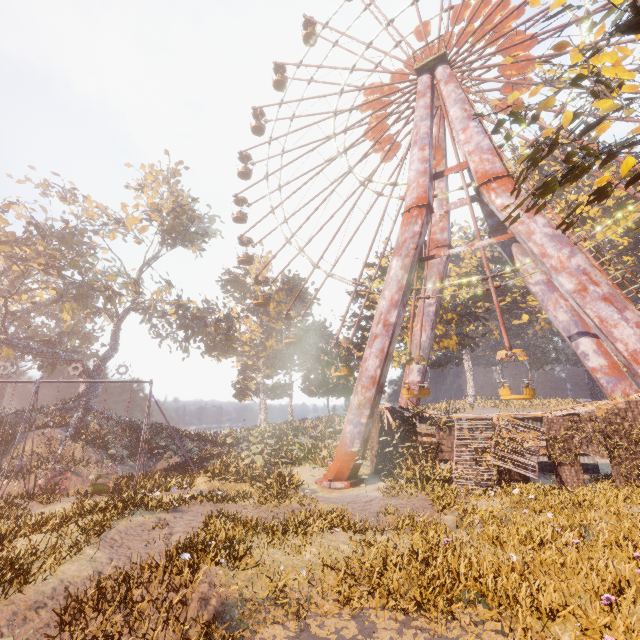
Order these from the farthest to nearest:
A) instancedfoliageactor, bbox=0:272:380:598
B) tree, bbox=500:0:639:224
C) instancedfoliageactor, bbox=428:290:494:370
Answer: instancedfoliageactor, bbox=428:290:494:370 → instancedfoliageactor, bbox=0:272:380:598 → tree, bbox=500:0:639:224

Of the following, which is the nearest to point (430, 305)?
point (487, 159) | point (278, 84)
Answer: point (487, 159)

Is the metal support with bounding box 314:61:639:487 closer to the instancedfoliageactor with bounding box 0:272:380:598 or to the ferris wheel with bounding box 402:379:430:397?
the ferris wheel with bounding box 402:379:430:397

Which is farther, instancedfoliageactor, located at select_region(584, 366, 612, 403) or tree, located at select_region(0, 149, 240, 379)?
tree, located at select_region(0, 149, 240, 379)

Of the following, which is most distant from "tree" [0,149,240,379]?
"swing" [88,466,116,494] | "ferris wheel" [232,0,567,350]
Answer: "swing" [88,466,116,494]

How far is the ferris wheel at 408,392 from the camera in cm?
1956

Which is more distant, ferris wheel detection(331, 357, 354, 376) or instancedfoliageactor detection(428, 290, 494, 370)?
instancedfoliageactor detection(428, 290, 494, 370)

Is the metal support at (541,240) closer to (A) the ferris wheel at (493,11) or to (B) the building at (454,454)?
(A) the ferris wheel at (493,11)
